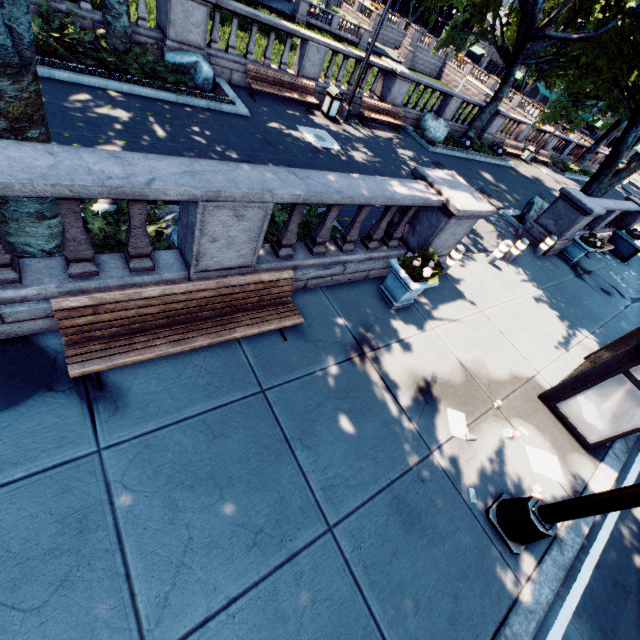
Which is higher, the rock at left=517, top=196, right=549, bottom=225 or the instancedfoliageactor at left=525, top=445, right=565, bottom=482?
the rock at left=517, top=196, right=549, bottom=225

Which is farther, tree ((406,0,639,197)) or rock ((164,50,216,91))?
tree ((406,0,639,197))

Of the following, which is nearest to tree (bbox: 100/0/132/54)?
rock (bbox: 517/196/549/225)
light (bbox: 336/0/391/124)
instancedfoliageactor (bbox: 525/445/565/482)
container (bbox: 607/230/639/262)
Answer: container (bbox: 607/230/639/262)

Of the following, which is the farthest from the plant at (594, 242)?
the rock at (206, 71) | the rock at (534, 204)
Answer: the rock at (206, 71)

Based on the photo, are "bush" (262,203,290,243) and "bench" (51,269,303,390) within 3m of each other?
yes

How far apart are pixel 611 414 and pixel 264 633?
6.7 meters

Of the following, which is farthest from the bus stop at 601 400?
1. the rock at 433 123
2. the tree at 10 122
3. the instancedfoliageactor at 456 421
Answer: the rock at 433 123

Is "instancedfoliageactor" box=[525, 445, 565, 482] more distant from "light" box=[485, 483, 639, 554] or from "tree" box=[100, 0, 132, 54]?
"tree" box=[100, 0, 132, 54]
